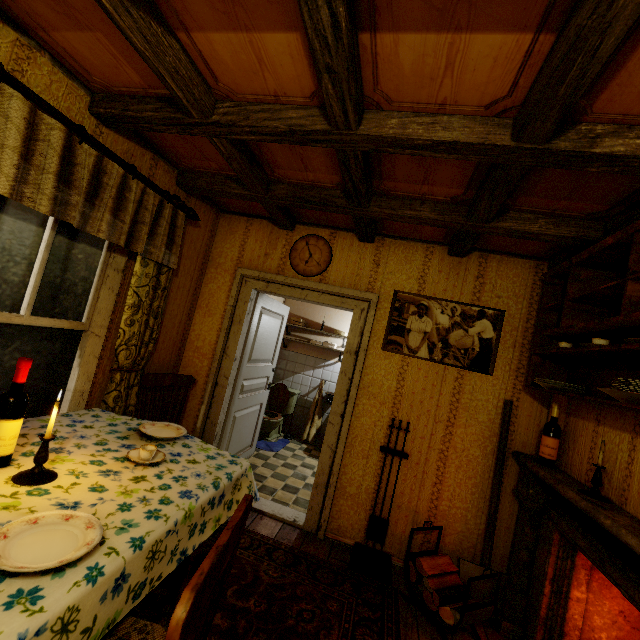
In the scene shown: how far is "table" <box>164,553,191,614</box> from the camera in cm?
180

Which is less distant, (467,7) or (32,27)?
(467,7)

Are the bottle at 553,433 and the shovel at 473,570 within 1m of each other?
yes

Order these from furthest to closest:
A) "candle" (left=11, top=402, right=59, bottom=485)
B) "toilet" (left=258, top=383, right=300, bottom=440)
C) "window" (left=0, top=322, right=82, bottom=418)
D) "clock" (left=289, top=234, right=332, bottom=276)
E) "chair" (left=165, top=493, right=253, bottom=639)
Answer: "toilet" (left=258, top=383, right=300, bottom=440), "clock" (left=289, top=234, right=332, bottom=276), "window" (left=0, top=322, right=82, bottom=418), "candle" (left=11, top=402, right=59, bottom=485), "chair" (left=165, top=493, right=253, bottom=639)

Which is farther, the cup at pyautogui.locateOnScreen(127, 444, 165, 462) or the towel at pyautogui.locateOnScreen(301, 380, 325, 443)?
the towel at pyautogui.locateOnScreen(301, 380, 325, 443)

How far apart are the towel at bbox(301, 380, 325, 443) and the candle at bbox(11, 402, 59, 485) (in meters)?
4.33

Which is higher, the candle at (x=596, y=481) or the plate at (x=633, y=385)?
the plate at (x=633, y=385)

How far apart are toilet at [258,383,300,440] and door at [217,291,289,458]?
0.59m
